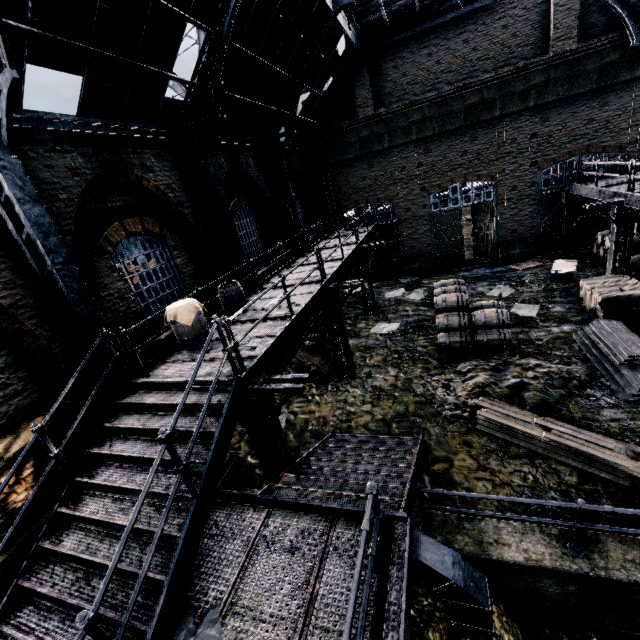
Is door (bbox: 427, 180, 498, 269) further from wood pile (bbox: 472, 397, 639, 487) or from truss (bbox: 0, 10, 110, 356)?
truss (bbox: 0, 10, 110, 356)

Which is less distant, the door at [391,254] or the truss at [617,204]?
the truss at [617,204]

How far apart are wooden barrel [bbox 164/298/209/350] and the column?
2.85m

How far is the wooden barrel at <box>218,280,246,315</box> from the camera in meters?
9.8

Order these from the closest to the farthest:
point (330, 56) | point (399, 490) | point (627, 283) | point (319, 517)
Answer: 1. point (319, 517)
2. point (399, 490)
3. point (627, 283)
4. point (330, 56)

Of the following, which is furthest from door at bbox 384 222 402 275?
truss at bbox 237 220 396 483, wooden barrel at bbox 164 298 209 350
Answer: wooden barrel at bbox 164 298 209 350

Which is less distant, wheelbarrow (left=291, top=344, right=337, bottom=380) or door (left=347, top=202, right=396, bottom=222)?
wheelbarrow (left=291, top=344, right=337, bottom=380)

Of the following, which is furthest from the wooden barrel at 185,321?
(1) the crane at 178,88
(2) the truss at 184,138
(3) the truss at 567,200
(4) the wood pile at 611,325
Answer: (1) the crane at 178,88
